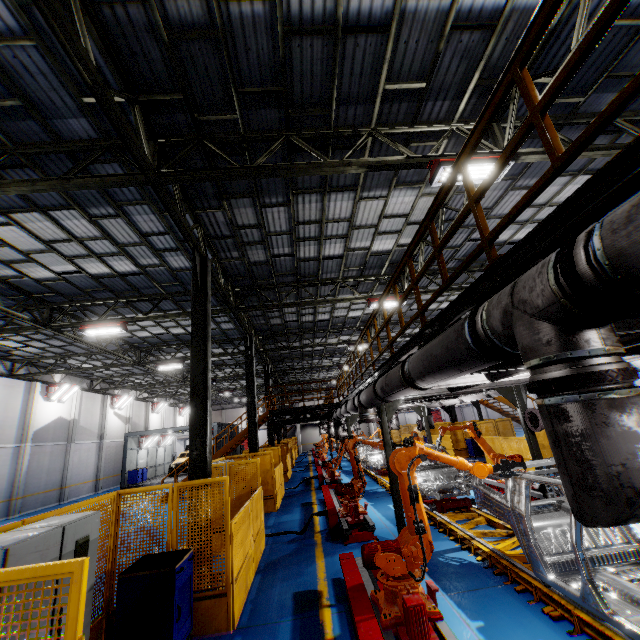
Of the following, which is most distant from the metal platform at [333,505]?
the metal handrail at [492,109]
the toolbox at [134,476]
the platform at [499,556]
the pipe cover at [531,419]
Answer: the toolbox at [134,476]

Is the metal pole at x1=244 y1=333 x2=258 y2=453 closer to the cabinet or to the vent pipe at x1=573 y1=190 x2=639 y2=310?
the vent pipe at x1=573 y1=190 x2=639 y2=310

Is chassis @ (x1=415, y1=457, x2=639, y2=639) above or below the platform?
above

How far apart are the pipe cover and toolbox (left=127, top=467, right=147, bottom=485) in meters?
30.0

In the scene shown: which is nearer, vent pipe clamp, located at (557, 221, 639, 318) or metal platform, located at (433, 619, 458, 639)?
vent pipe clamp, located at (557, 221, 639, 318)

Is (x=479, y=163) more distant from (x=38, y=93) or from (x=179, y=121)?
(x=38, y=93)

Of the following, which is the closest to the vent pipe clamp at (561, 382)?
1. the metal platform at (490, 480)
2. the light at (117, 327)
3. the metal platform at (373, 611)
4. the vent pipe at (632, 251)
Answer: the vent pipe at (632, 251)

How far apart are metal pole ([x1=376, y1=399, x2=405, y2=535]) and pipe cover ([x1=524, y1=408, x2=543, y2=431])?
3.2m
